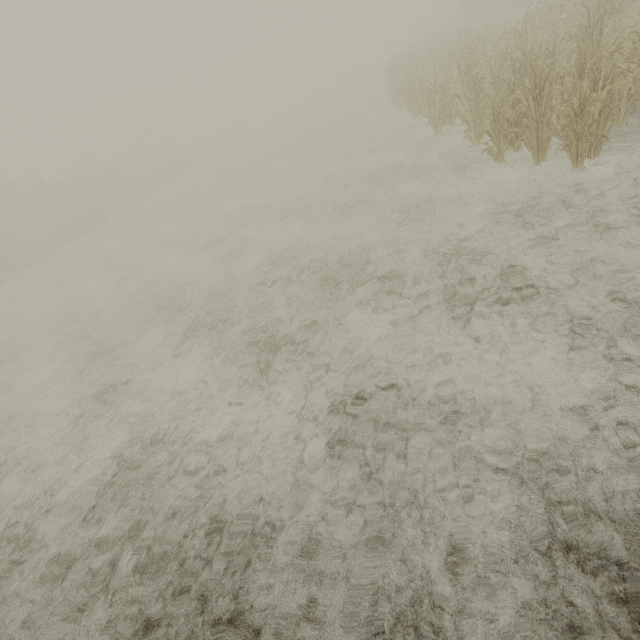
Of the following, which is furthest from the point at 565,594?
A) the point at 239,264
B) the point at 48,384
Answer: the point at 48,384
